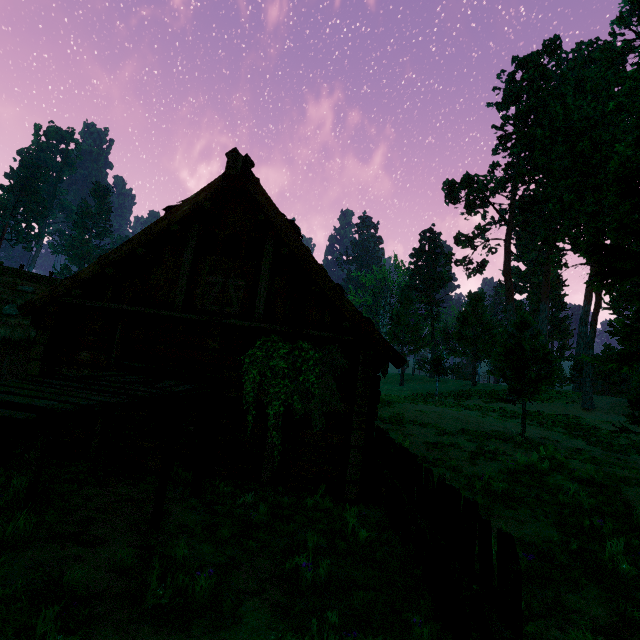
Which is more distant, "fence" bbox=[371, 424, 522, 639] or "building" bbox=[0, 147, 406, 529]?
"building" bbox=[0, 147, 406, 529]

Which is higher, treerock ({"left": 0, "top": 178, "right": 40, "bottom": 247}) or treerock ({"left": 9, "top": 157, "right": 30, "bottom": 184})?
treerock ({"left": 9, "top": 157, "right": 30, "bottom": 184})

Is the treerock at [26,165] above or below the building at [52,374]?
above

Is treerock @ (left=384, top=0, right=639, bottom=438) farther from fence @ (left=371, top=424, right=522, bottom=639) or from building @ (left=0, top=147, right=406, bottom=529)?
fence @ (left=371, top=424, right=522, bottom=639)

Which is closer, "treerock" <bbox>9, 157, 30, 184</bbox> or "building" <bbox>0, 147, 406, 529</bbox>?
"building" <bbox>0, 147, 406, 529</bbox>

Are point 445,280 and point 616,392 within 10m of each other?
no

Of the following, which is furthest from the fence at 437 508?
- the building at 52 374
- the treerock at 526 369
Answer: the treerock at 526 369

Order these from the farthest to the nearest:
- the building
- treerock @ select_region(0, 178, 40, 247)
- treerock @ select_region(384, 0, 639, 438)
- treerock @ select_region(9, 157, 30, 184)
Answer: treerock @ select_region(9, 157, 30, 184) → treerock @ select_region(0, 178, 40, 247) → treerock @ select_region(384, 0, 639, 438) → the building
